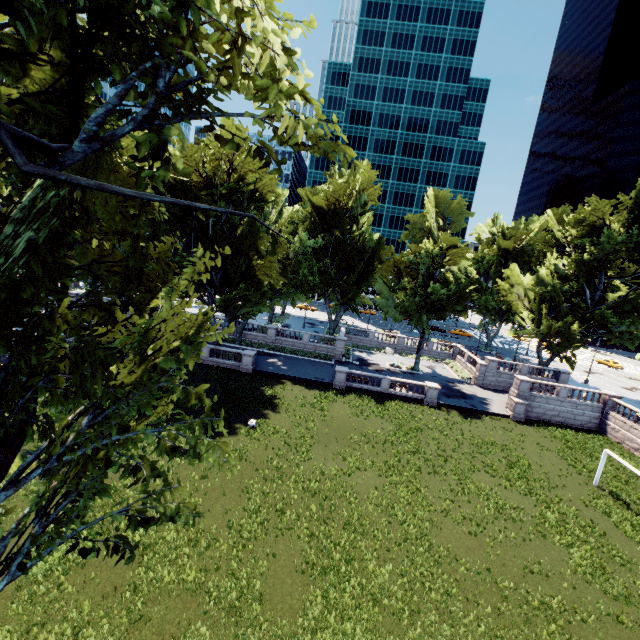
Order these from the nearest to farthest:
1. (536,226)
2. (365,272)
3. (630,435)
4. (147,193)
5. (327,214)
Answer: (147,193) < (630,435) < (327,214) < (365,272) < (536,226)
